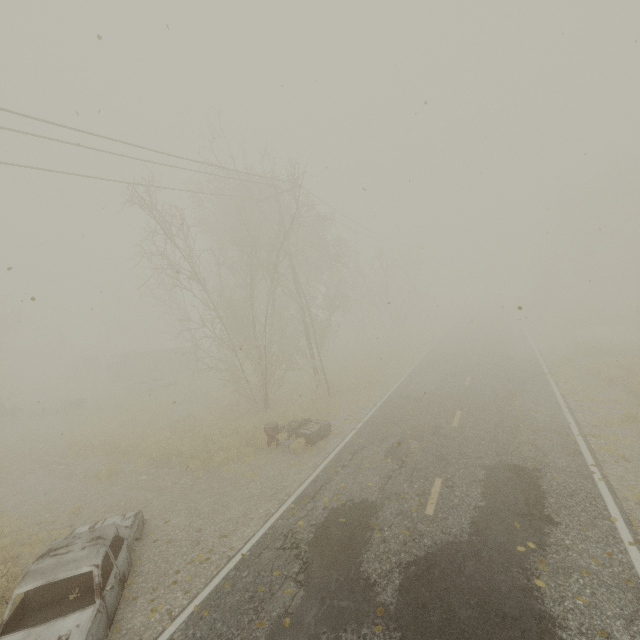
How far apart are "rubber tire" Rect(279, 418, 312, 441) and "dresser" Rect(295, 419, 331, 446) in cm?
16

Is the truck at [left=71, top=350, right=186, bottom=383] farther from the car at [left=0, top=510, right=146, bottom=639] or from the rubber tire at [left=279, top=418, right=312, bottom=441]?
the car at [left=0, top=510, right=146, bottom=639]

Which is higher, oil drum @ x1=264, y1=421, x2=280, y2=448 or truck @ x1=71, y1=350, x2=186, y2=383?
truck @ x1=71, y1=350, x2=186, y2=383

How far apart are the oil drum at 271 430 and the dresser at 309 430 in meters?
0.5 m

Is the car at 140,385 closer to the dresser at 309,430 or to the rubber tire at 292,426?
the rubber tire at 292,426

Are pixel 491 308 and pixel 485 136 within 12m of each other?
no

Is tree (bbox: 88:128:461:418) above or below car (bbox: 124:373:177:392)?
above

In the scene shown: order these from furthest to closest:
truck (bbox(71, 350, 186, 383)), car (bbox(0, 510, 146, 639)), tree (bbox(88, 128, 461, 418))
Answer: truck (bbox(71, 350, 186, 383)) < tree (bbox(88, 128, 461, 418)) < car (bbox(0, 510, 146, 639))
